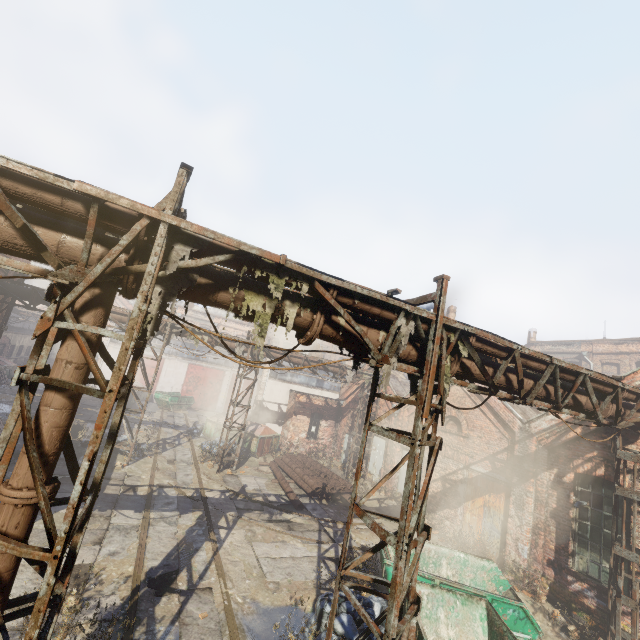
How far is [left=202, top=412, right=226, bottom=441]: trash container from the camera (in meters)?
20.34

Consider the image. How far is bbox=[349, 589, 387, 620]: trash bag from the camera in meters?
6.9

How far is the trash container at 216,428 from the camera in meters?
20.3 m

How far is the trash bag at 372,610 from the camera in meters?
6.9

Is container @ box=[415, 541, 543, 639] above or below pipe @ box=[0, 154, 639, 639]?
below

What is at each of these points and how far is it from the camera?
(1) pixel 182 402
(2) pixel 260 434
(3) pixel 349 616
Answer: (1) container, 28.9 meters
(2) trash container, 19.1 meters
(3) trash bag, 6.5 meters

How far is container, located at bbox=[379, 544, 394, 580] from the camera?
7.5m
